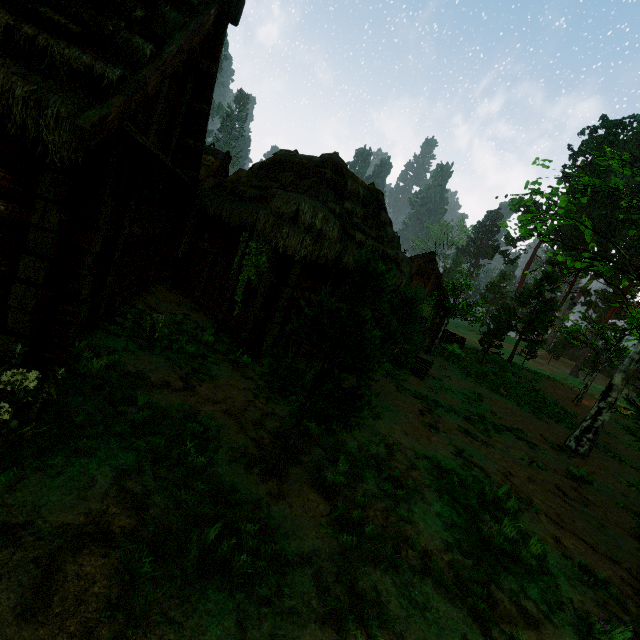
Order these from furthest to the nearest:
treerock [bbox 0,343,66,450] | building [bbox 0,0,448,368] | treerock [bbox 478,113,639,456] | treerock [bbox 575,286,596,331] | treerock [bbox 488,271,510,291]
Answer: treerock [bbox 488,271,510,291]
treerock [bbox 575,286,596,331]
treerock [bbox 478,113,639,456]
building [bbox 0,0,448,368]
treerock [bbox 0,343,66,450]

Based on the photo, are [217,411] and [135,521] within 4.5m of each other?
yes

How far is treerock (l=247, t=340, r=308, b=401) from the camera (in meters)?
4.24

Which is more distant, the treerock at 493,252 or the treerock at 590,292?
the treerock at 493,252

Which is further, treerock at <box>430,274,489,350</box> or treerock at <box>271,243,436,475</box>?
treerock at <box>430,274,489,350</box>

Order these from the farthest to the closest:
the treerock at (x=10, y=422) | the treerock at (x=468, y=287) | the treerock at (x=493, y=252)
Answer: the treerock at (x=493, y=252) < the treerock at (x=468, y=287) < the treerock at (x=10, y=422)
